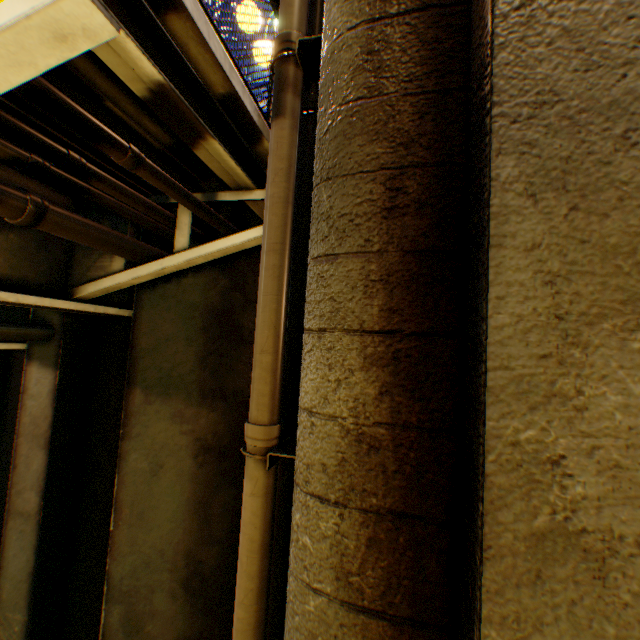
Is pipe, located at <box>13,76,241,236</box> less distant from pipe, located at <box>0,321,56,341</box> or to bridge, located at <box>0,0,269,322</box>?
bridge, located at <box>0,0,269,322</box>

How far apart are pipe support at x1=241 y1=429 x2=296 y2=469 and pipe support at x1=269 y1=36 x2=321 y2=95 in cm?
244

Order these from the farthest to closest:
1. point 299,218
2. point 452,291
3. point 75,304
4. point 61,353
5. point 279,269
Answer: point 61,353 < point 75,304 < point 299,218 < point 279,269 < point 452,291

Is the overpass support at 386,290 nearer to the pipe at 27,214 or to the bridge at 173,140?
the bridge at 173,140

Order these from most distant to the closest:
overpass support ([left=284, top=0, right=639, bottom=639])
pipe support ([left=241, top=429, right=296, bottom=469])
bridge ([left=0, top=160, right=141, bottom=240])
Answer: bridge ([left=0, top=160, right=141, bottom=240]) → pipe support ([left=241, top=429, right=296, bottom=469]) → overpass support ([left=284, top=0, right=639, bottom=639])

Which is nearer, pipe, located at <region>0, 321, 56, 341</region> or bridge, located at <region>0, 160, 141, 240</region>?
bridge, located at <region>0, 160, 141, 240</region>

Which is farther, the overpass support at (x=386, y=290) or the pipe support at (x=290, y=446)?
the pipe support at (x=290, y=446)

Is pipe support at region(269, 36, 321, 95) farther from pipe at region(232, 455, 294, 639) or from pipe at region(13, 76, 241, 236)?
pipe at region(13, 76, 241, 236)
